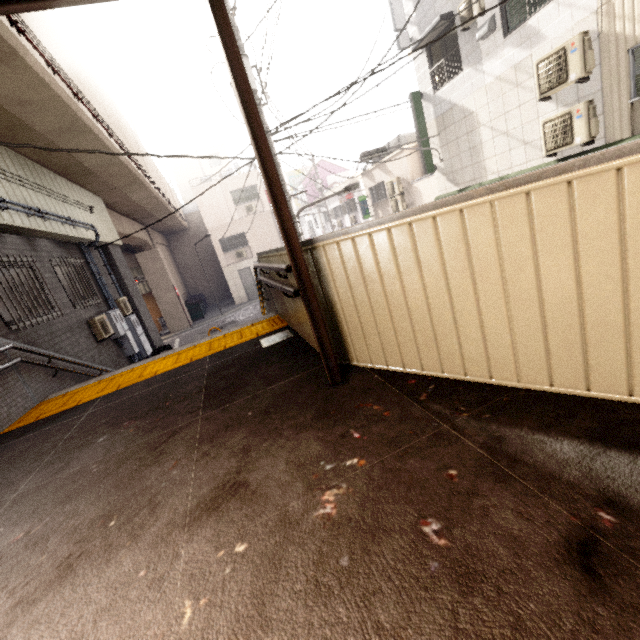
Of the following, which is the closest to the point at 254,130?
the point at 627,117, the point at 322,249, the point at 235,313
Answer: the point at 322,249

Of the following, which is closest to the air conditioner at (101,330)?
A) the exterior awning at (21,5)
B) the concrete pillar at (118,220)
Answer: the concrete pillar at (118,220)

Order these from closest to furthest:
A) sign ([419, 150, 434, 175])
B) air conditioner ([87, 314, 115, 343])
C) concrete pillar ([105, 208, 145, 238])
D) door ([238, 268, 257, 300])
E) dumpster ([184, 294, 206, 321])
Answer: air conditioner ([87, 314, 115, 343])
sign ([419, 150, 434, 175])
concrete pillar ([105, 208, 145, 238])
dumpster ([184, 294, 206, 321])
door ([238, 268, 257, 300])

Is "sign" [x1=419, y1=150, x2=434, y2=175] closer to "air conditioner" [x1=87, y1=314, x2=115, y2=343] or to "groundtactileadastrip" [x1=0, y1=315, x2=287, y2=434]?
"groundtactileadastrip" [x1=0, y1=315, x2=287, y2=434]

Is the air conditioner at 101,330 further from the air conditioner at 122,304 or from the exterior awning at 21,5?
the exterior awning at 21,5

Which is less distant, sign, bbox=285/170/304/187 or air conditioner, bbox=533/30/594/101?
air conditioner, bbox=533/30/594/101

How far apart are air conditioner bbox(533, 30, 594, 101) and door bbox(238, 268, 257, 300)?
20.1m

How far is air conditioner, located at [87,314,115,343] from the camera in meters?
8.2
